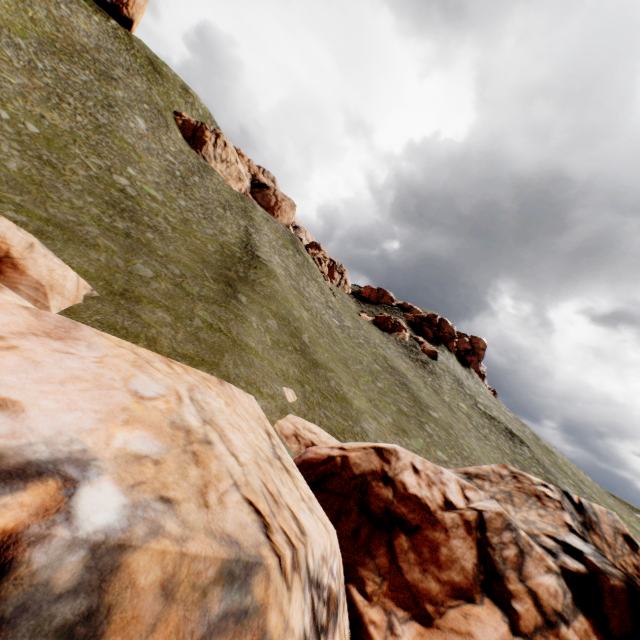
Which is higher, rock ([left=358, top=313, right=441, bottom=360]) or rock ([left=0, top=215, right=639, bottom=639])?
rock ([left=358, top=313, right=441, bottom=360])

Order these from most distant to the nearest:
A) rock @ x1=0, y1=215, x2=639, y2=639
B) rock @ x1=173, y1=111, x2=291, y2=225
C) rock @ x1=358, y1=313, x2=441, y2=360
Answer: rock @ x1=173, y1=111, x2=291, y2=225 → rock @ x1=358, y1=313, x2=441, y2=360 → rock @ x1=0, y1=215, x2=639, y2=639

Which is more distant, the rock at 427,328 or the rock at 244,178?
the rock at 244,178

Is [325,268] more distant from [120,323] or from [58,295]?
[58,295]

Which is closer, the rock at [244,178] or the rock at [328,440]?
the rock at [328,440]

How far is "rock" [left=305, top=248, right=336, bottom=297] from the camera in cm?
5212
